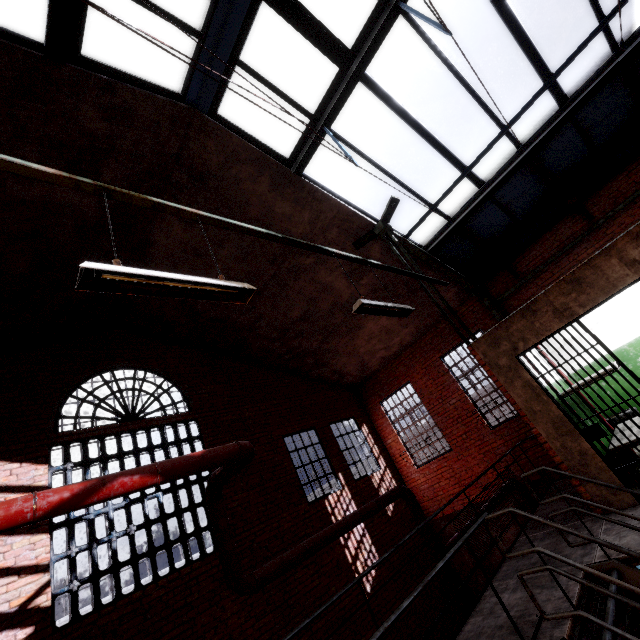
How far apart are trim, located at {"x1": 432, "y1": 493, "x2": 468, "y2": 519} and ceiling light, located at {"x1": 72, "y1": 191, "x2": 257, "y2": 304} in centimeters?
874cm

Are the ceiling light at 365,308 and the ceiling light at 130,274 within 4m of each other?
yes

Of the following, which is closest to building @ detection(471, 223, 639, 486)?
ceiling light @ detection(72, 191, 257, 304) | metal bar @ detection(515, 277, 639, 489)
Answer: metal bar @ detection(515, 277, 639, 489)

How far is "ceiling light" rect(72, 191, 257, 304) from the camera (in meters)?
1.95

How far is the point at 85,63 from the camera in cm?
Result: 411

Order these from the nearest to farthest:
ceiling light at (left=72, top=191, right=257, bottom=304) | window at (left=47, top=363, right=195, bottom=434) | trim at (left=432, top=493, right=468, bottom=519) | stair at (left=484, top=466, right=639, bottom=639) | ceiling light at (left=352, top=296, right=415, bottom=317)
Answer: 1. ceiling light at (left=72, top=191, right=257, bottom=304)
2. stair at (left=484, top=466, right=639, bottom=639)
3. ceiling light at (left=352, top=296, right=415, bottom=317)
4. window at (left=47, top=363, right=195, bottom=434)
5. trim at (left=432, top=493, right=468, bottom=519)

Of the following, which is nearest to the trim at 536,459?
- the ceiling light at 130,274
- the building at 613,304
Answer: the building at 613,304
